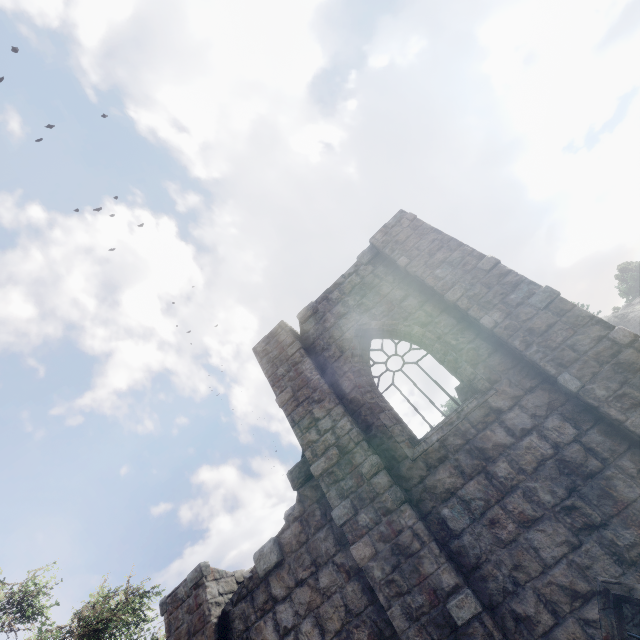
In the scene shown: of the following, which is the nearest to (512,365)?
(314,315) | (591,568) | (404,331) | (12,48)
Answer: (404,331)
